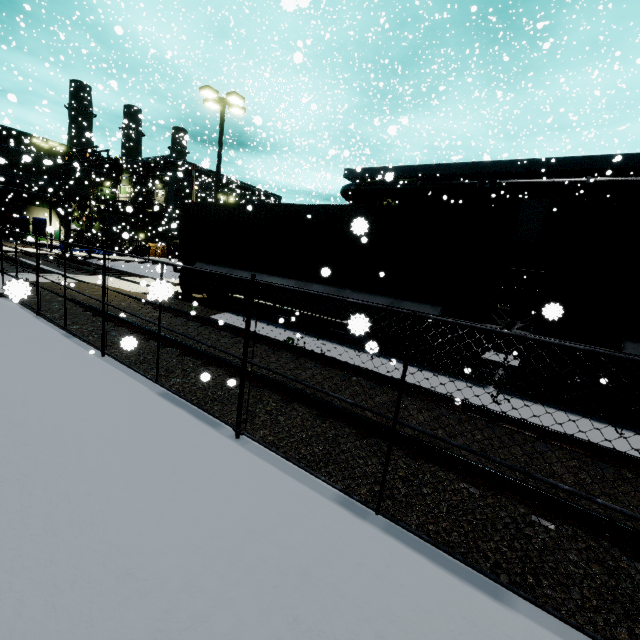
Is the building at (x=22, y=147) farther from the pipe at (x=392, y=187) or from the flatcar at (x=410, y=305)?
the flatcar at (x=410, y=305)

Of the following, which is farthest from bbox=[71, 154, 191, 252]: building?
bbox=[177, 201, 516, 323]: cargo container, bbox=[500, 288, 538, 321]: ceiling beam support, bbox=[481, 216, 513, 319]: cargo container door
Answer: bbox=[481, 216, 513, 319]: cargo container door

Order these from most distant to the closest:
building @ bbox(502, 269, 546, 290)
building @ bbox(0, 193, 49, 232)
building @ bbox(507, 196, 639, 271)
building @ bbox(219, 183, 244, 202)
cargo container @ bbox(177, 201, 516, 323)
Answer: building @ bbox(0, 193, 49, 232)
building @ bbox(219, 183, 244, 202)
building @ bbox(502, 269, 546, 290)
building @ bbox(507, 196, 639, 271)
cargo container @ bbox(177, 201, 516, 323)

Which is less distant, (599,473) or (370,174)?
(599,473)

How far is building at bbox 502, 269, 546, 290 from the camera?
14.7m

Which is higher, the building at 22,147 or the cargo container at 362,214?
the building at 22,147

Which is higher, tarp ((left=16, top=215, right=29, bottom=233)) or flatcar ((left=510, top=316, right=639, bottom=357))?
tarp ((left=16, top=215, right=29, bottom=233))

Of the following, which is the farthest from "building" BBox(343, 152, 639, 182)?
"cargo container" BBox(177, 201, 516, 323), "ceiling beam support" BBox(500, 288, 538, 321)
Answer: "ceiling beam support" BBox(500, 288, 538, 321)
